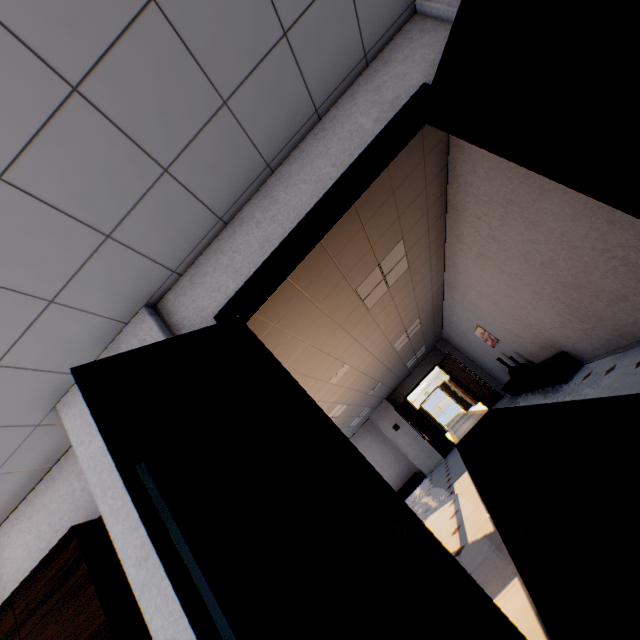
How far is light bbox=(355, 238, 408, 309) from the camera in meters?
4.6 m

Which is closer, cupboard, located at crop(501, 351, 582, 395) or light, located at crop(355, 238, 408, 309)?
light, located at crop(355, 238, 408, 309)

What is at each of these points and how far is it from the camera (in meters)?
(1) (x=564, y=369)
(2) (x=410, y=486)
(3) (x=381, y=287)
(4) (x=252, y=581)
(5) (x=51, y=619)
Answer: (1) cupboard, 5.77
(2) cupboard, 11.92
(3) light, 5.12
(4) door, 1.17
(5) cupboard, 1.85

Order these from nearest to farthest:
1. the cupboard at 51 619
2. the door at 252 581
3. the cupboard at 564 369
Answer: the door at 252 581, the cupboard at 51 619, the cupboard at 564 369

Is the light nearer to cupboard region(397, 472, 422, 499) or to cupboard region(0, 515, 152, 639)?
cupboard region(0, 515, 152, 639)

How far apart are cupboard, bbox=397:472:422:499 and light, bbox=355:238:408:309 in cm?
937

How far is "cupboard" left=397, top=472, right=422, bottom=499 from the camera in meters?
11.9 m

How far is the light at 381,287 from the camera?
4.6m
